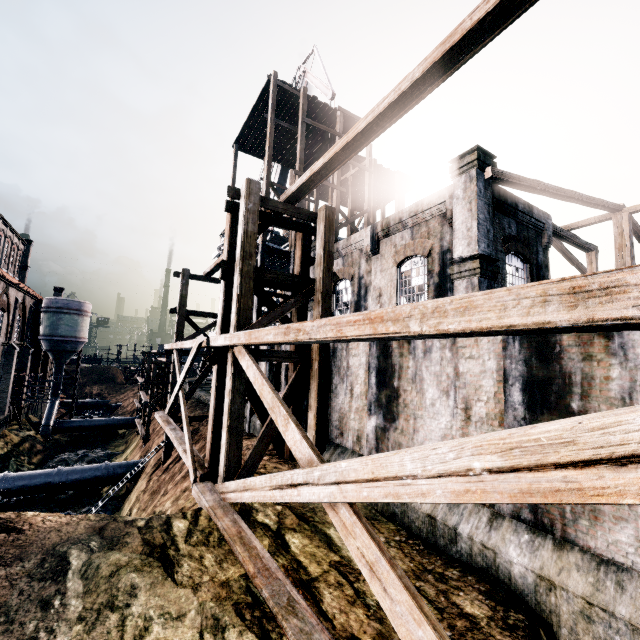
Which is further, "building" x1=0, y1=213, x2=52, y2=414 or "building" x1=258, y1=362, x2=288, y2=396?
"building" x1=0, y1=213, x2=52, y2=414

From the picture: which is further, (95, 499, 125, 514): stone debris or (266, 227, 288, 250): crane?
(266, 227, 288, 250): crane

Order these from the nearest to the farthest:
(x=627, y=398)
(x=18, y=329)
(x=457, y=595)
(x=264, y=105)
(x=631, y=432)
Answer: (x=631, y=432) → (x=627, y=398) → (x=457, y=595) → (x=264, y=105) → (x=18, y=329)

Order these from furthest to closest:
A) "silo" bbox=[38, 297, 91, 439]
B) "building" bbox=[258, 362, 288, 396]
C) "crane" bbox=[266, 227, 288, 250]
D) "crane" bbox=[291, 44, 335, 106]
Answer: "silo" bbox=[38, 297, 91, 439] → "crane" bbox=[266, 227, 288, 250] → "crane" bbox=[291, 44, 335, 106] → "building" bbox=[258, 362, 288, 396]

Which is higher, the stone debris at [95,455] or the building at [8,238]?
the building at [8,238]

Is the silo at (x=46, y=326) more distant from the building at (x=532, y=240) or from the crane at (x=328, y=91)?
the crane at (x=328, y=91)

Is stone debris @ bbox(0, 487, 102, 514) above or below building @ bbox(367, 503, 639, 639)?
below

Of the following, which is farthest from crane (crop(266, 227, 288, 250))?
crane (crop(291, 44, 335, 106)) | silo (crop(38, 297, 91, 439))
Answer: silo (crop(38, 297, 91, 439))
